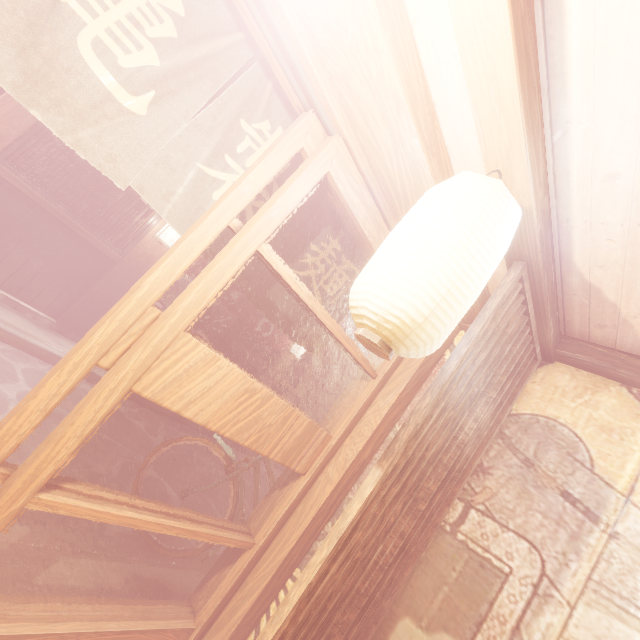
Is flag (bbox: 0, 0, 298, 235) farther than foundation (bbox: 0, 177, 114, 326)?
No

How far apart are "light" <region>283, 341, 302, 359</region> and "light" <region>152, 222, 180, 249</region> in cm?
660

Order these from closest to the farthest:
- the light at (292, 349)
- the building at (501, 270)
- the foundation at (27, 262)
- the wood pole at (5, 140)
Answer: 1. the building at (501, 270)
2. the wood pole at (5, 140)
3. the foundation at (27, 262)
4. the light at (292, 349)

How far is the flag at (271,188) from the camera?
3.3 meters

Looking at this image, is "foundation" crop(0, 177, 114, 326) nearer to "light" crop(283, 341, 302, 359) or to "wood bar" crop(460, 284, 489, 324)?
"light" crop(283, 341, 302, 359)

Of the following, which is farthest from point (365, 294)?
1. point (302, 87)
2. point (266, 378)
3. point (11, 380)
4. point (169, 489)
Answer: point (266, 378)

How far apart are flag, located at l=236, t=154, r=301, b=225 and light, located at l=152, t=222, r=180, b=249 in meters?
7.9 m

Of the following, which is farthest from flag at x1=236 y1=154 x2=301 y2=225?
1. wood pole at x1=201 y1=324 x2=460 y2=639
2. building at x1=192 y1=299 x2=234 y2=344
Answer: building at x1=192 y1=299 x2=234 y2=344
